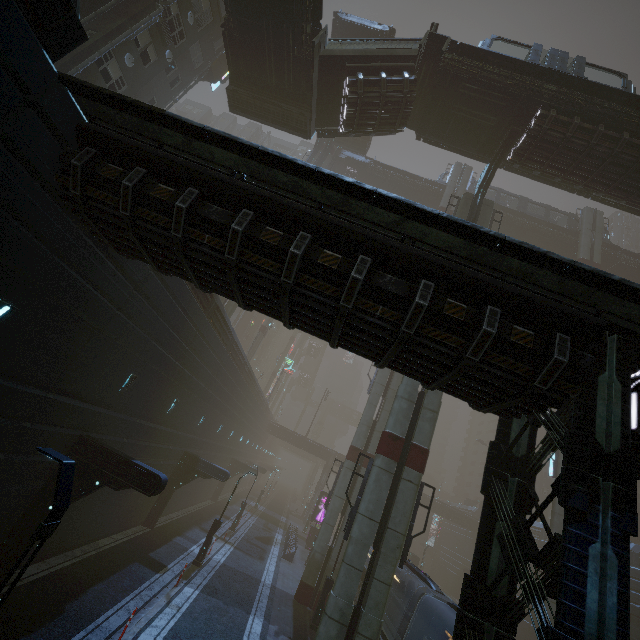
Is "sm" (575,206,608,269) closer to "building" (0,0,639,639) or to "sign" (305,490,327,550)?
"building" (0,0,639,639)

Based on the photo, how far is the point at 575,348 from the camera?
6.3 meters

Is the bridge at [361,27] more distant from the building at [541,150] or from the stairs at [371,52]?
the stairs at [371,52]

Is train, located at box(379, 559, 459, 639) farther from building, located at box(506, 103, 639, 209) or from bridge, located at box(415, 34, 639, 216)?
bridge, located at box(415, 34, 639, 216)

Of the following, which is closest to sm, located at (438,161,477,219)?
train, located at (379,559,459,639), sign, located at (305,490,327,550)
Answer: train, located at (379,559,459,639)

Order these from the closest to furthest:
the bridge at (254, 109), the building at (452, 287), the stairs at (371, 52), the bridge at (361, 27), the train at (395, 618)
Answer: the building at (452, 287) < the train at (395, 618) < the bridge at (254, 109) < the stairs at (371, 52) < the bridge at (361, 27)

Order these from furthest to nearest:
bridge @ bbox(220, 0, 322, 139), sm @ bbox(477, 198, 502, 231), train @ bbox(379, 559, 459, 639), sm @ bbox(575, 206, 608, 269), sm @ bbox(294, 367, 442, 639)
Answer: sm @ bbox(575, 206, 608, 269) < sm @ bbox(477, 198, 502, 231) < bridge @ bbox(220, 0, 322, 139) < train @ bbox(379, 559, 459, 639) < sm @ bbox(294, 367, 442, 639)

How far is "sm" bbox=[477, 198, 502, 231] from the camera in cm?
2077
